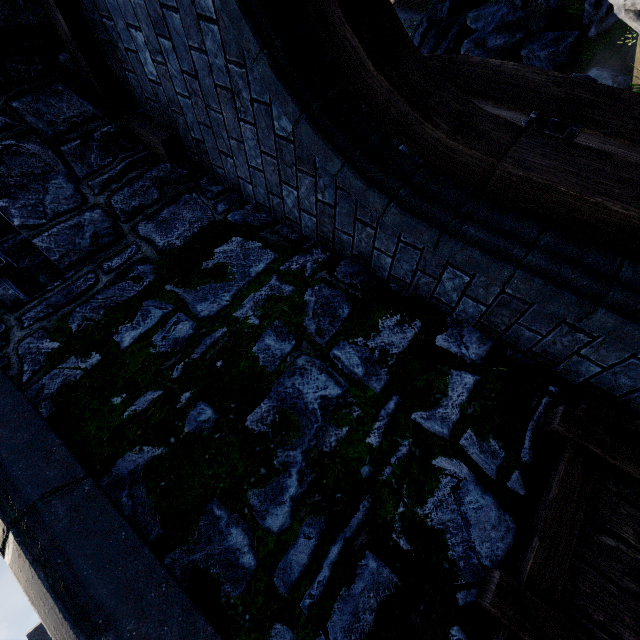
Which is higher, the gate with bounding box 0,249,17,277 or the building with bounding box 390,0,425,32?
the building with bounding box 390,0,425,32

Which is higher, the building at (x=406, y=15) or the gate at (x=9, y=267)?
the building at (x=406, y=15)

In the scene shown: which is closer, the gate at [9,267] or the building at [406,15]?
the gate at [9,267]

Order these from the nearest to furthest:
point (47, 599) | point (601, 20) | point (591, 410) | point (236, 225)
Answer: point (47, 599), point (591, 410), point (236, 225), point (601, 20)

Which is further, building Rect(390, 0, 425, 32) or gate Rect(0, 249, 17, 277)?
building Rect(390, 0, 425, 32)
